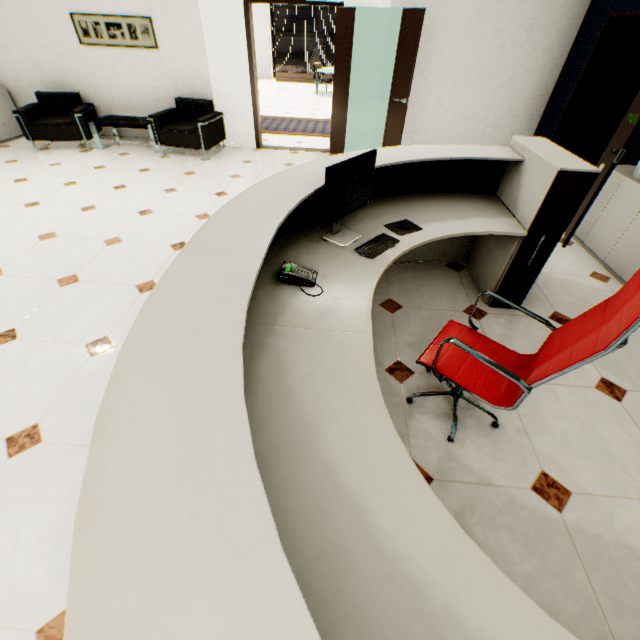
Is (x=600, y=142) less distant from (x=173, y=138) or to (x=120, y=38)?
(x=173, y=138)

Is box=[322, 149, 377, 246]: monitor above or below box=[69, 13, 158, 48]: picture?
below

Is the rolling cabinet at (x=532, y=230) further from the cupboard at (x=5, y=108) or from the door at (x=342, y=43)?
the cupboard at (x=5, y=108)

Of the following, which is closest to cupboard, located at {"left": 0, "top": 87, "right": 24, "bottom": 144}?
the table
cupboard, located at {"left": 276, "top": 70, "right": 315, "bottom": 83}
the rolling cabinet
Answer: the table

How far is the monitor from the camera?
1.9 meters

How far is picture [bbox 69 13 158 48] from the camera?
5.2m

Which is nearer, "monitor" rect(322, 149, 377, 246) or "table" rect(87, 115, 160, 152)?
"monitor" rect(322, 149, 377, 246)

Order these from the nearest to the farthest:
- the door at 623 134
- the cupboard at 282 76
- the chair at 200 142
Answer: the door at 623 134, the chair at 200 142, the cupboard at 282 76
